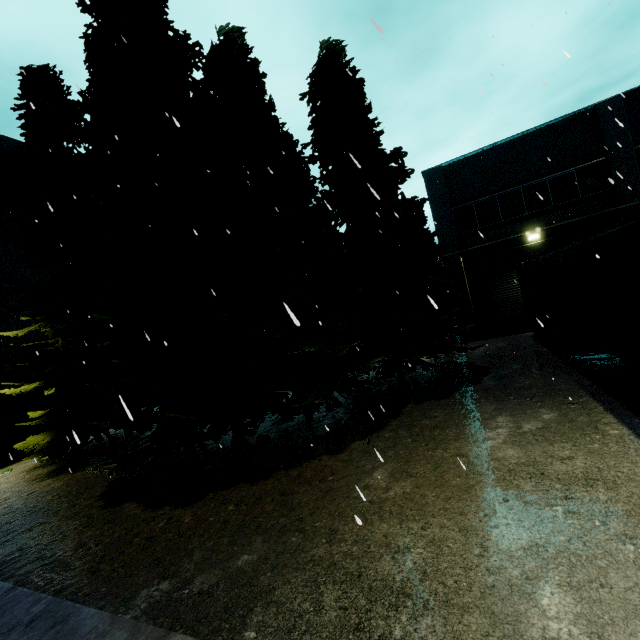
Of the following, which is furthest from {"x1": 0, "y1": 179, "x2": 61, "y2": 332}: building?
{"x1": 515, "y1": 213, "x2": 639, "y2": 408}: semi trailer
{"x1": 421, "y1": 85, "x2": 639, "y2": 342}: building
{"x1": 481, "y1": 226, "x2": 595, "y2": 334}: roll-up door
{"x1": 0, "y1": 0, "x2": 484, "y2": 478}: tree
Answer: {"x1": 515, "y1": 213, "x2": 639, "y2": 408}: semi trailer

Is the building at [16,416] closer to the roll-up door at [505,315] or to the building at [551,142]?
the building at [551,142]

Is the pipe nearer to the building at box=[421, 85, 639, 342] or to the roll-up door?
the building at box=[421, 85, 639, 342]

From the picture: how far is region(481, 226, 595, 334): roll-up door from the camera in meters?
16.6 m

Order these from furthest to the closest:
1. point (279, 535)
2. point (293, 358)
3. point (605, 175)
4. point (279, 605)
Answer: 1. point (605, 175)
2. point (293, 358)
3. point (279, 535)
4. point (279, 605)

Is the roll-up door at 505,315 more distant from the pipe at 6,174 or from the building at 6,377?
the pipe at 6,174

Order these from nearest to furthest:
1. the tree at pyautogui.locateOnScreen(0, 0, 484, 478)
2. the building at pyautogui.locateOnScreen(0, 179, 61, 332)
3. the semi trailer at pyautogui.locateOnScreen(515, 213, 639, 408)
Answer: the semi trailer at pyautogui.locateOnScreen(515, 213, 639, 408) < the tree at pyautogui.locateOnScreen(0, 0, 484, 478) < the building at pyautogui.locateOnScreen(0, 179, 61, 332)

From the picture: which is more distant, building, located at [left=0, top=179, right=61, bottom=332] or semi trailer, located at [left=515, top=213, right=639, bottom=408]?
building, located at [left=0, top=179, right=61, bottom=332]
